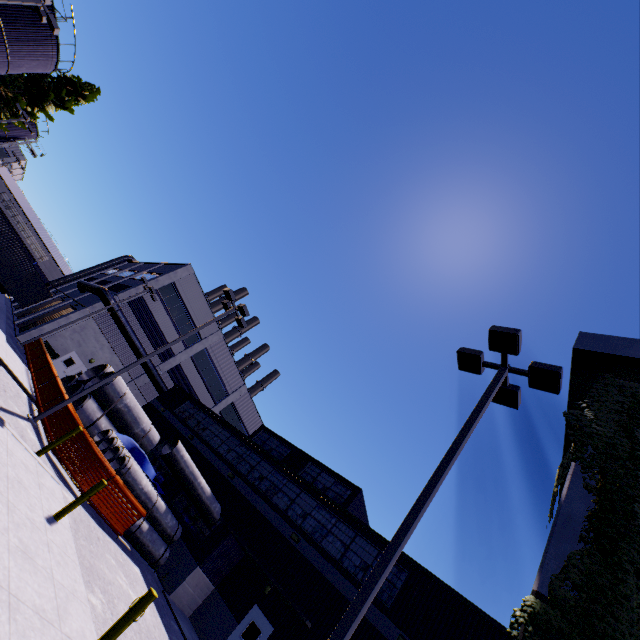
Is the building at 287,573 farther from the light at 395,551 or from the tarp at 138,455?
the tarp at 138,455

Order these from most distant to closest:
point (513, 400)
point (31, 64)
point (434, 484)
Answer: point (31, 64)
point (513, 400)
point (434, 484)

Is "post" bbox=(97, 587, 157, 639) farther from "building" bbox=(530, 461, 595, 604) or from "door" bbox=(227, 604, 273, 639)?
"door" bbox=(227, 604, 273, 639)

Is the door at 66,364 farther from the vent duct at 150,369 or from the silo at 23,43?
the silo at 23,43

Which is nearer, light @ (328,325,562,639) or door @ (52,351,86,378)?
light @ (328,325,562,639)

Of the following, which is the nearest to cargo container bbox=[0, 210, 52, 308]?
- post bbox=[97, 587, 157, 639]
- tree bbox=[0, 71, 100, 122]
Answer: post bbox=[97, 587, 157, 639]

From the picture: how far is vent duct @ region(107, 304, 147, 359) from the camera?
28.3m

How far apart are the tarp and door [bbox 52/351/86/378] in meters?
14.6
